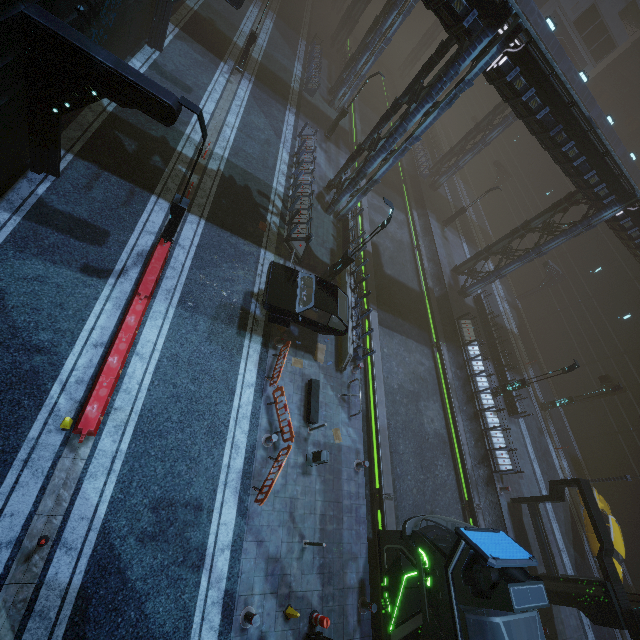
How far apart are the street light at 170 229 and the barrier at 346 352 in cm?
825

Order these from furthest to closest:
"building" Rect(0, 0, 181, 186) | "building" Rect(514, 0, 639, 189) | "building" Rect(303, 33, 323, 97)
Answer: "building" Rect(303, 33, 323, 97) < "building" Rect(514, 0, 639, 189) < "building" Rect(0, 0, 181, 186)

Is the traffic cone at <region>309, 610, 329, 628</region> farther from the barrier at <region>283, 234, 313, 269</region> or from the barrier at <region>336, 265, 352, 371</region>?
the barrier at <region>283, 234, 313, 269</region>

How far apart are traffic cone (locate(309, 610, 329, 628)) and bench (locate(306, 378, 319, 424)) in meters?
5.6

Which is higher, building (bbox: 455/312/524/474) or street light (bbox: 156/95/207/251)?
street light (bbox: 156/95/207/251)

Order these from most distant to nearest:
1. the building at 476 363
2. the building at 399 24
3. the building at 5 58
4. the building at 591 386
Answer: the building at 399 24
the building at 476 363
the building at 591 386
the building at 5 58

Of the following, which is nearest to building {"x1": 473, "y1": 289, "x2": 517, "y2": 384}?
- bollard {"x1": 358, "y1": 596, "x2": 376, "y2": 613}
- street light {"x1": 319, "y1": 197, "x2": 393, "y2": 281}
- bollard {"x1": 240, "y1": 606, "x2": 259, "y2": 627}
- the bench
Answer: street light {"x1": 319, "y1": 197, "x2": 393, "y2": 281}

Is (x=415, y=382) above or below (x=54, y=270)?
below
